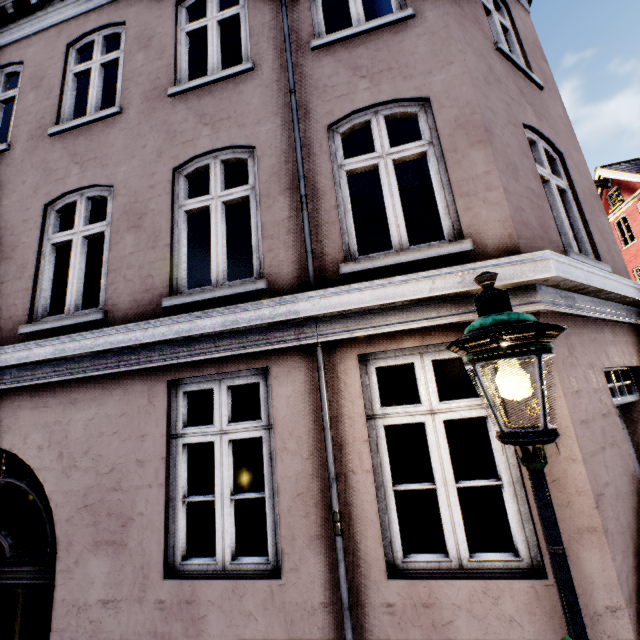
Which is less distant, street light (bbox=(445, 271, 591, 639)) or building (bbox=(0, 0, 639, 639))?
street light (bbox=(445, 271, 591, 639))

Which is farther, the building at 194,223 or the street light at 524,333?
the building at 194,223

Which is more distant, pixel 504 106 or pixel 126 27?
pixel 126 27
